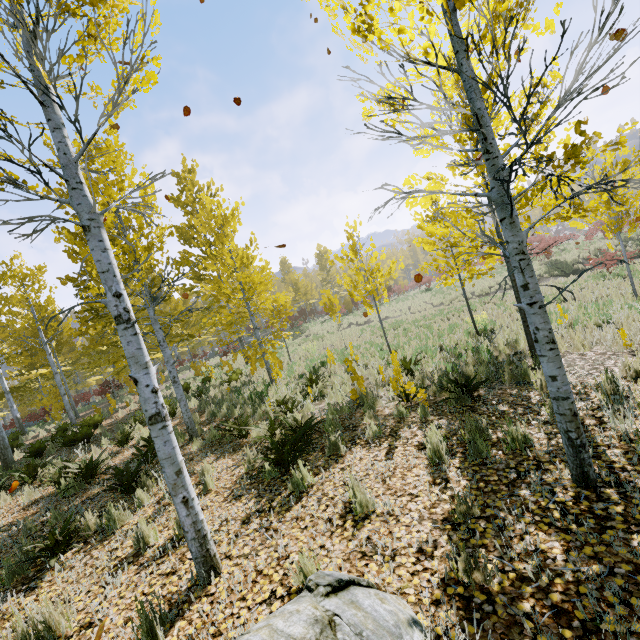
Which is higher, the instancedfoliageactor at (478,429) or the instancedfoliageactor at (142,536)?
the instancedfoliageactor at (142,536)

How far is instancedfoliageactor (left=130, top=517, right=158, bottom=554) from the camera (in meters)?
3.90

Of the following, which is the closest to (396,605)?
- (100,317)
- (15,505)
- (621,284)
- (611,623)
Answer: (611,623)

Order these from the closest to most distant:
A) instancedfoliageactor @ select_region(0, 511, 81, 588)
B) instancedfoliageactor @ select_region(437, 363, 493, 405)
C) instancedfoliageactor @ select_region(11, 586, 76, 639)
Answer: instancedfoliageactor @ select_region(11, 586, 76, 639), instancedfoliageactor @ select_region(0, 511, 81, 588), instancedfoliageactor @ select_region(437, 363, 493, 405)

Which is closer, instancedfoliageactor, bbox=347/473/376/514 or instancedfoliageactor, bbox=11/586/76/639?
instancedfoliageactor, bbox=11/586/76/639

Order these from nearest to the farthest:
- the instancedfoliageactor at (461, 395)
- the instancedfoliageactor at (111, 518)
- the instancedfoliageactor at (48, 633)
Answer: the instancedfoliageactor at (48, 633) < the instancedfoliageactor at (111, 518) < the instancedfoliageactor at (461, 395)
